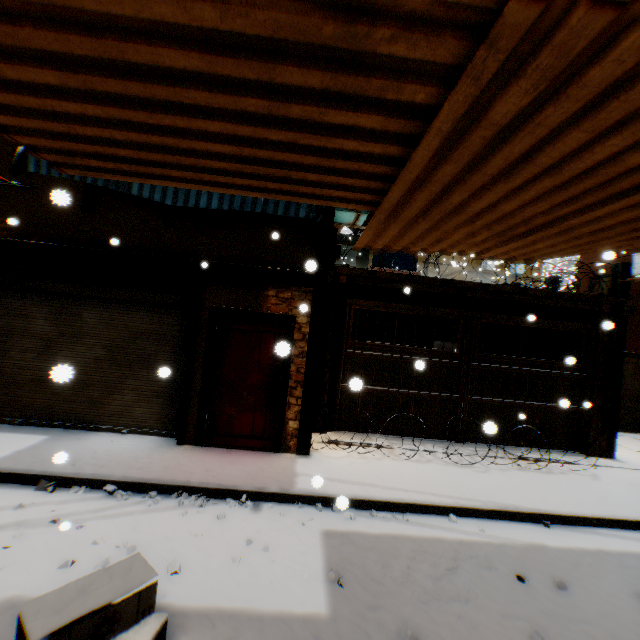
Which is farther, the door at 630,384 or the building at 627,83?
the door at 630,384

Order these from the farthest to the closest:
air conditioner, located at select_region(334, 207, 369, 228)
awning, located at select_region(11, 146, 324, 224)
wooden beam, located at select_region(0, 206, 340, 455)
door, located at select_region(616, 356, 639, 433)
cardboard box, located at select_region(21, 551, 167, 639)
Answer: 1. door, located at select_region(616, 356, 639, 433)
2. air conditioner, located at select_region(334, 207, 369, 228)
3. wooden beam, located at select_region(0, 206, 340, 455)
4. awning, located at select_region(11, 146, 324, 224)
5. cardboard box, located at select_region(21, 551, 167, 639)

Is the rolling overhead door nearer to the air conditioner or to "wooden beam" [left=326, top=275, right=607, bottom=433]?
"wooden beam" [left=326, top=275, right=607, bottom=433]

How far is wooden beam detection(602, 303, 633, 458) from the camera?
7.3 meters

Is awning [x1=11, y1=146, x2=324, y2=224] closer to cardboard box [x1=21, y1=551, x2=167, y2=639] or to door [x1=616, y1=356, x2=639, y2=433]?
cardboard box [x1=21, y1=551, x2=167, y2=639]

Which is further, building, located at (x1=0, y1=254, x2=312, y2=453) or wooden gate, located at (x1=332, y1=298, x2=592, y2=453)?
wooden gate, located at (x1=332, y1=298, x2=592, y2=453)

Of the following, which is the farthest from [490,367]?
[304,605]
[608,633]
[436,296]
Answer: [304,605]

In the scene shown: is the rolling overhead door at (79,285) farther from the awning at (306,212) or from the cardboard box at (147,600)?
the awning at (306,212)
